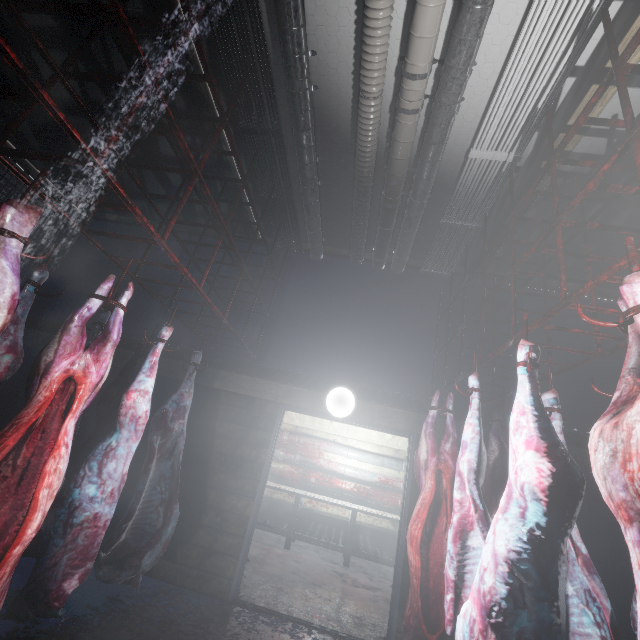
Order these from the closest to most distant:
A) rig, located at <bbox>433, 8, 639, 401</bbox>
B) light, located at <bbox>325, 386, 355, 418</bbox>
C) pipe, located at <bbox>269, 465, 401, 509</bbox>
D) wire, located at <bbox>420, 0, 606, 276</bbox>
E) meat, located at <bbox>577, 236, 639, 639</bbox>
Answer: meat, located at <bbox>577, 236, 639, 639</bbox>
rig, located at <bbox>433, 8, 639, 401</bbox>
wire, located at <bbox>420, 0, 606, 276</bbox>
light, located at <bbox>325, 386, 355, 418</bbox>
pipe, located at <bbox>269, 465, 401, 509</bbox>

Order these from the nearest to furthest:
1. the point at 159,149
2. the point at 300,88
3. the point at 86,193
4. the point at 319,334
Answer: the point at 300,88 → the point at 159,149 → the point at 319,334 → the point at 86,193

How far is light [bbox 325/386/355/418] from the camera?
3.38m

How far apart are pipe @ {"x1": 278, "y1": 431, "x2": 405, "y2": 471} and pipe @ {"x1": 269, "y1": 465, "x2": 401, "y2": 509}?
0.4m

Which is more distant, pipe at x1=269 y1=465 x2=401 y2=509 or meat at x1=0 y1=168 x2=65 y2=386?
pipe at x1=269 y1=465 x2=401 y2=509

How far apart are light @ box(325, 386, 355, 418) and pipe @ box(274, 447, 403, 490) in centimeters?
345cm

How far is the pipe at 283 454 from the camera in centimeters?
618cm

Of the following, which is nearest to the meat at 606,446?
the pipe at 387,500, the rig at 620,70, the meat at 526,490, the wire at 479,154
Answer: the rig at 620,70
